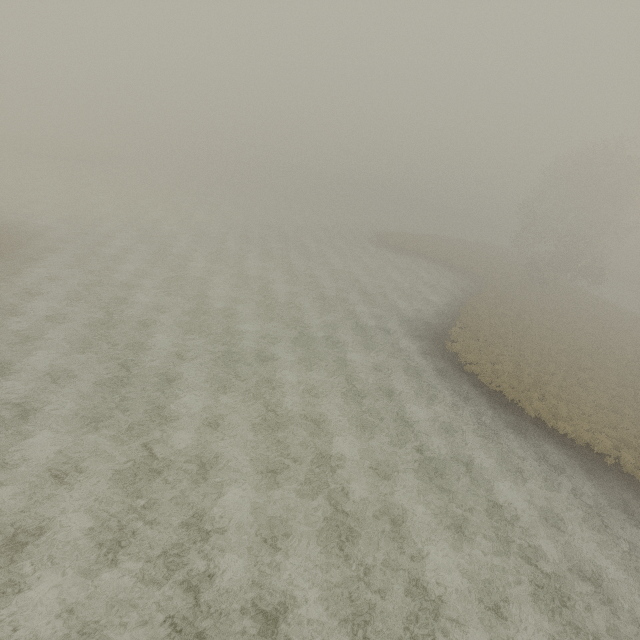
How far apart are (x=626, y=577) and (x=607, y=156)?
50.50m
